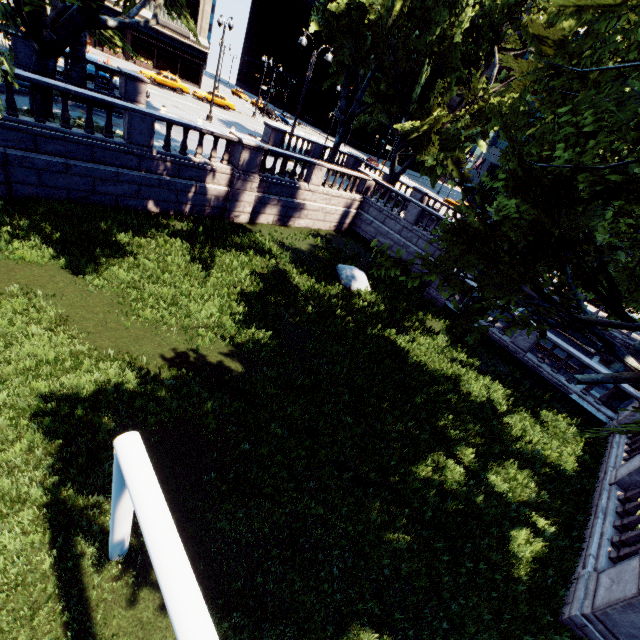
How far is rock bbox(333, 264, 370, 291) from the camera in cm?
1638

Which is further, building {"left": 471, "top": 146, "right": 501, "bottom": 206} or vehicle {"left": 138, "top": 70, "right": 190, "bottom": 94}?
building {"left": 471, "top": 146, "right": 501, "bottom": 206}

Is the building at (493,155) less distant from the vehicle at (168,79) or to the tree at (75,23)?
the tree at (75,23)

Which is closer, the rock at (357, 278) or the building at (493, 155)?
the rock at (357, 278)

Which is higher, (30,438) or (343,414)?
(343,414)

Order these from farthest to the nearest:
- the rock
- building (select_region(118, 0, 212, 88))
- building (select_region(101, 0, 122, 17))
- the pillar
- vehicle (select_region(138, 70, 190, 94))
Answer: building (select_region(118, 0, 212, 88)), building (select_region(101, 0, 122, 17)), vehicle (select_region(138, 70, 190, 94)), the rock, the pillar

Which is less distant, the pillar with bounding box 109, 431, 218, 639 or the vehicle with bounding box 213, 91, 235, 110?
the pillar with bounding box 109, 431, 218, 639

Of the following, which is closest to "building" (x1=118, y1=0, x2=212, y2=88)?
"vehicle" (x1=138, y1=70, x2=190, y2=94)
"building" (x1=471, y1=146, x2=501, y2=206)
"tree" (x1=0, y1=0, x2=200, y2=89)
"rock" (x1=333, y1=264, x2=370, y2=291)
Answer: "tree" (x1=0, y1=0, x2=200, y2=89)
